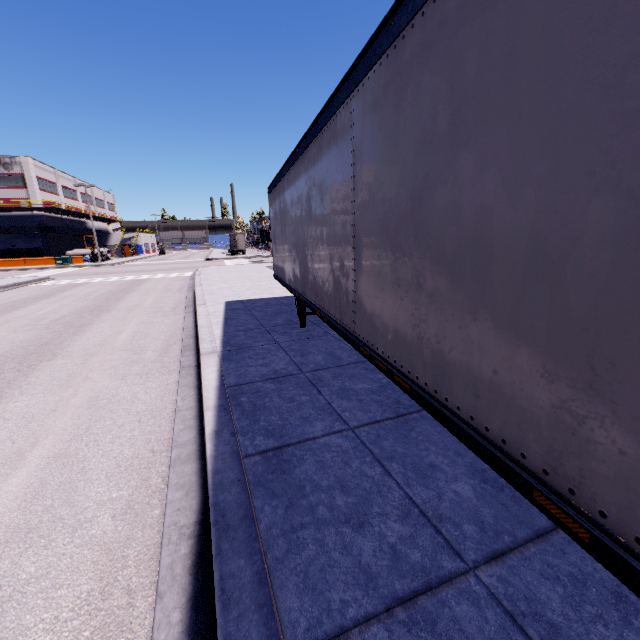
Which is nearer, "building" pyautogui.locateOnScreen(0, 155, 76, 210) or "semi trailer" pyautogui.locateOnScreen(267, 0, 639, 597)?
"semi trailer" pyautogui.locateOnScreen(267, 0, 639, 597)

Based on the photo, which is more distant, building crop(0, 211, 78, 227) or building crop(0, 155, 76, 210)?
building crop(0, 211, 78, 227)

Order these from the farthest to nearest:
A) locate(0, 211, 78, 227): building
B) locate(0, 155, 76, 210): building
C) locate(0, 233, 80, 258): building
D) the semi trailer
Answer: locate(0, 233, 80, 258): building → locate(0, 211, 78, 227): building → locate(0, 155, 76, 210): building → the semi trailer

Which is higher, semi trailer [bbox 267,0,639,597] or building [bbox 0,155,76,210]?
building [bbox 0,155,76,210]

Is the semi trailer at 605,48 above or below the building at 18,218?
below

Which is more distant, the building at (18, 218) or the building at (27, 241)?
the building at (27, 241)

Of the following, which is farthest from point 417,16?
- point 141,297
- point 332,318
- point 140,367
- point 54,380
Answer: point 141,297
